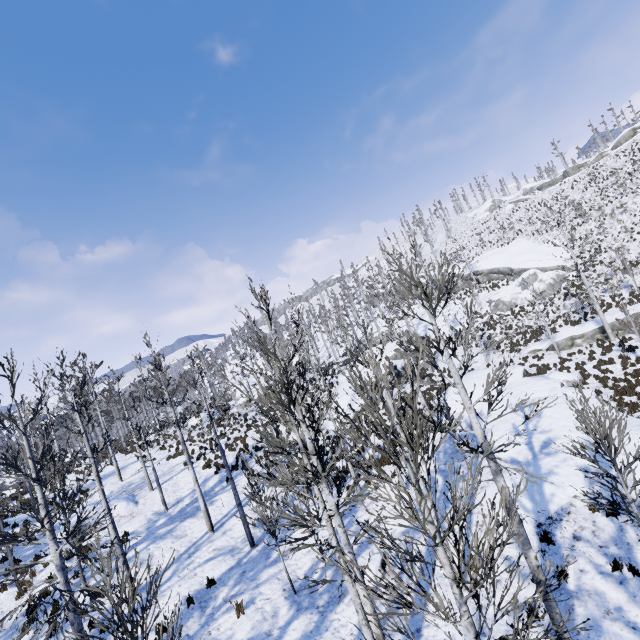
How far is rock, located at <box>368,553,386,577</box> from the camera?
10.2 meters

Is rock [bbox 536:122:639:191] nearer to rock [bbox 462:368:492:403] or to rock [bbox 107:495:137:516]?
rock [bbox 462:368:492:403]

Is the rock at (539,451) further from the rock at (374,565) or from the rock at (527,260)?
the rock at (527,260)

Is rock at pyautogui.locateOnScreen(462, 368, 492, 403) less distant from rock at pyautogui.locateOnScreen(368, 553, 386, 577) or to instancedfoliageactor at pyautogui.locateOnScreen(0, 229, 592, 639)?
instancedfoliageactor at pyautogui.locateOnScreen(0, 229, 592, 639)

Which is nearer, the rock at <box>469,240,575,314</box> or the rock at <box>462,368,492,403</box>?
the rock at <box>462,368,492,403</box>

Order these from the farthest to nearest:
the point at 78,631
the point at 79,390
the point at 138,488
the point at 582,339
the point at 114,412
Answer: the point at 114,412 → the point at 79,390 → the point at 582,339 → the point at 138,488 → the point at 78,631

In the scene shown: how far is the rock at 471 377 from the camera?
20.03m

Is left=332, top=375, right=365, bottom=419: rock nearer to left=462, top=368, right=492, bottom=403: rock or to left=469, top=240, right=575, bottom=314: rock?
left=462, top=368, right=492, bottom=403: rock
